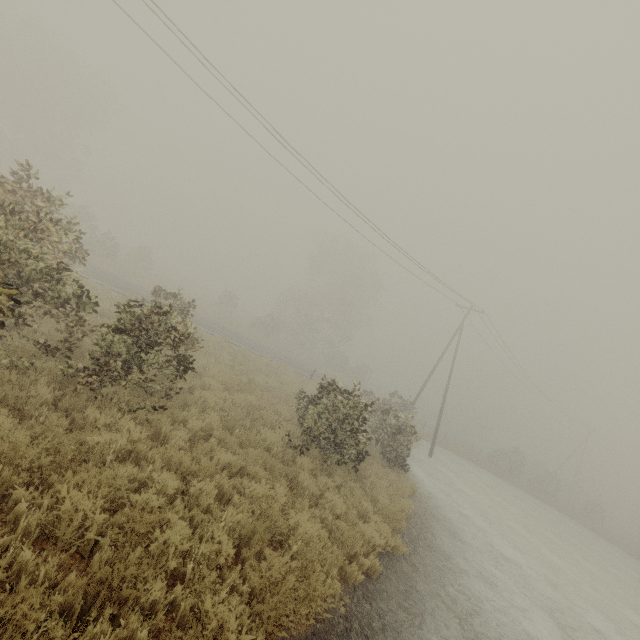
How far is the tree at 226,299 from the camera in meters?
41.7

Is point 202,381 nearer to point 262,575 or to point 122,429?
point 122,429

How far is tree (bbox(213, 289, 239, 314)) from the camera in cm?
4169
